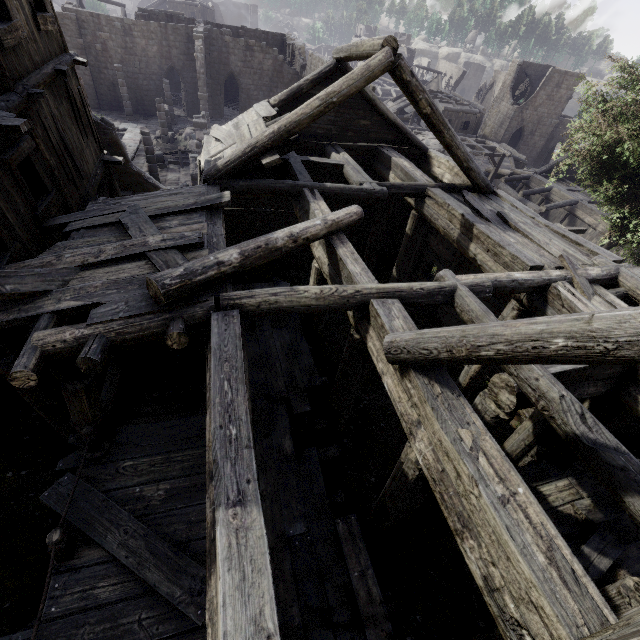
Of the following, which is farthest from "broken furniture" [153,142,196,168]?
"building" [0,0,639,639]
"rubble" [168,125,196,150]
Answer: "rubble" [168,125,196,150]

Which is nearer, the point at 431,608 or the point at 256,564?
the point at 256,564

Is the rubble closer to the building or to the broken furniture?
the building

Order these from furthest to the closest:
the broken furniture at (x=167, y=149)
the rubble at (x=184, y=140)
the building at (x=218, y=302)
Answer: the rubble at (x=184, y=140)
the broken furniture at (x=167, y=149)
the building at (x=218, y=302)

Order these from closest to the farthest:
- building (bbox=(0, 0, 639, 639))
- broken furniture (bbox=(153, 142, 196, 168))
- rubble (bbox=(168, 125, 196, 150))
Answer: building (bbox=(0, 0, 639, 639)) < broken furniture (bbox=(153, 142, 196, 168)) < rubble (bbox=(168, 125, 196, 150))

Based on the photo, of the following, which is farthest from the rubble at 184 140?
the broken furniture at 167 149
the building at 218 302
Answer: the broken furniture at 167 149
